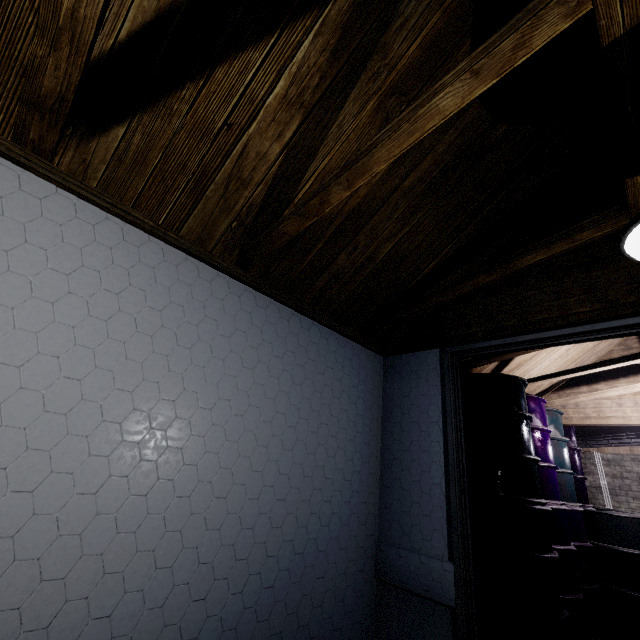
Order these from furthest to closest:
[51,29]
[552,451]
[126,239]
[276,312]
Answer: [552,451] → [276,312] → [126,239] → [51,29]

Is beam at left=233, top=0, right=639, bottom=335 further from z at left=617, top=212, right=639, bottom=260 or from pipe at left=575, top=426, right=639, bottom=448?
pipe at left=575, top=426, right=639, bottom=448

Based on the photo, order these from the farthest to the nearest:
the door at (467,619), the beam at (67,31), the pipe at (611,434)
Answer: the pipe at (611,434) < the door at (467,619) < the beam at (67,31)

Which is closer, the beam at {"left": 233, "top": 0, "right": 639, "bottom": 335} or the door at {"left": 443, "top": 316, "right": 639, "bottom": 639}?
the beam at {"left": 233, "top": 0, "right": 639, "bottom": 335}

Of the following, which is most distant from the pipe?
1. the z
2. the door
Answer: the z

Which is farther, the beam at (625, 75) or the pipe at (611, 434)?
the pipe at (611, 434)

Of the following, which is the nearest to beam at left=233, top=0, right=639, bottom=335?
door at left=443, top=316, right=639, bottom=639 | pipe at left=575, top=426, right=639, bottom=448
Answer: door at left=443, top=316, right=639, bottom=639
